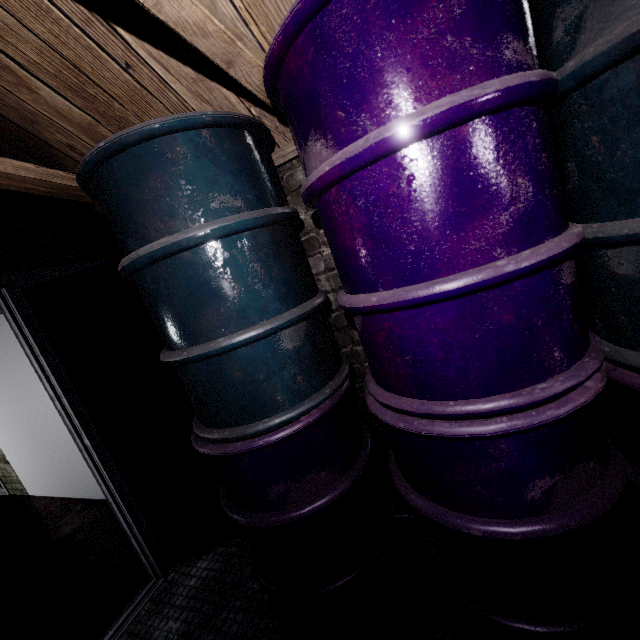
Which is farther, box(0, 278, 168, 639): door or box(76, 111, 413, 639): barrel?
box(0, 278, 168, 639): door

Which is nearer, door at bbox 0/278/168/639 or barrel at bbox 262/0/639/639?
barrel at bbox 262/0/639/639

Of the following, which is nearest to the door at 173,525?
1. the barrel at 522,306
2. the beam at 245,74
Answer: the beam at 245,74

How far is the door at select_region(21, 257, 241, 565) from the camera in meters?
1.8

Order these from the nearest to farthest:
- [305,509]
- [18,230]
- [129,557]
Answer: [305,509], [18,230], [129,557]

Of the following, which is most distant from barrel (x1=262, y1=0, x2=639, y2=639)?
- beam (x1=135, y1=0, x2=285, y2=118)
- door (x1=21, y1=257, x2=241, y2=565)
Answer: door (x1=21, y1=257, x2=241, y2=565)

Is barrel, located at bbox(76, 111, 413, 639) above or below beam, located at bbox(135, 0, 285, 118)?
below
